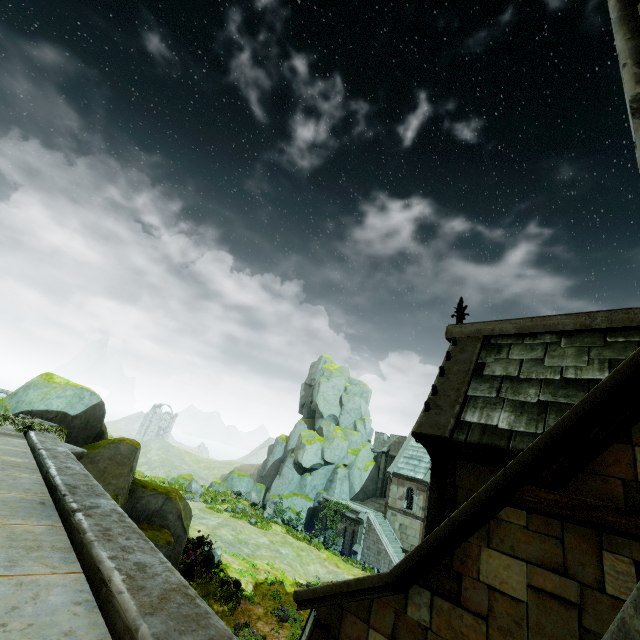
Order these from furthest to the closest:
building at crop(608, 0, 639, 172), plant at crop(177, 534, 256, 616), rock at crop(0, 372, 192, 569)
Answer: plant at crop(177, 534, 256, 616) < rock at crop(0, 372, 192, 569) < building at crop(608, 0, 639, 172)

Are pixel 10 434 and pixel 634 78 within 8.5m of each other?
no

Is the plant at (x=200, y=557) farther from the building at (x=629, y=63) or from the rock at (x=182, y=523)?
the building at (x=629, y=63)

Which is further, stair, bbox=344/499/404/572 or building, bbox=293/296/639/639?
stair, bbox=344/499/404/572

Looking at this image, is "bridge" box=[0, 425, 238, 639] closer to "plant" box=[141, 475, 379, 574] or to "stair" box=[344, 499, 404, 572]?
"plant" box=[141, 475, 379, 574]

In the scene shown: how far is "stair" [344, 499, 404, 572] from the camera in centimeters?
2581cm

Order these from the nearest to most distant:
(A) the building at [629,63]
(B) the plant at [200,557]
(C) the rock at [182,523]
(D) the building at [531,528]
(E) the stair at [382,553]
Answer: (A) the building at [629,63] → (D) the building at [531,528] → (C) the rock at [182,523] → (B) the plant at [200,557] → (E) the stair at [382,553]

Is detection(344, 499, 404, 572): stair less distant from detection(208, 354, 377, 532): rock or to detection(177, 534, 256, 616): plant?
detection(208, 354, 377, 532): rock
